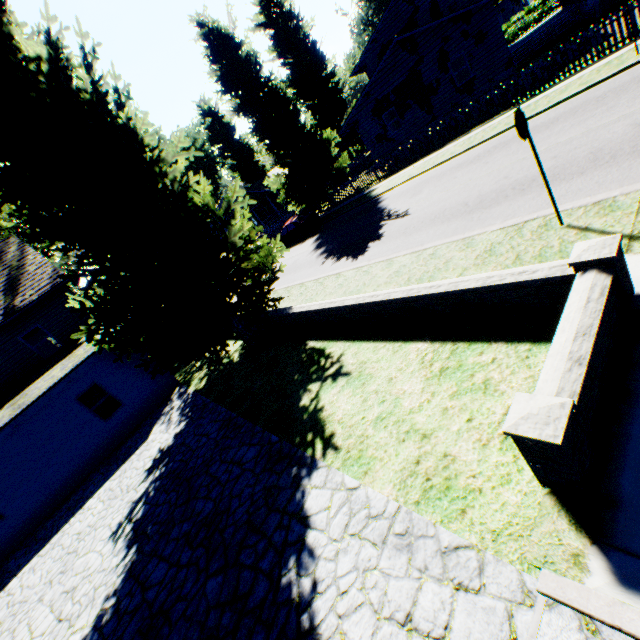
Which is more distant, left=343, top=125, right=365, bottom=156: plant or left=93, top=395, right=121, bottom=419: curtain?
left=343, top=125, right=365, bottom=156: plant

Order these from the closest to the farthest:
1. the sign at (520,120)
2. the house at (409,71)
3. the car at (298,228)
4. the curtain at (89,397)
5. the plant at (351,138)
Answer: the sign at (520,120), the curtain at (89,397), the house at (409,71), the car at (298,228), the plant at (351,138)

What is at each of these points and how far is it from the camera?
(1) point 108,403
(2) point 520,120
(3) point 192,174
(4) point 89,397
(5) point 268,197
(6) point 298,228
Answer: (1) curtain, 13.6m
(2) sign, 5.4m
(3) plant, 10.7m
(4) curtain, 13.3m
(5) house, 49.8m
(6) car, 24.6m

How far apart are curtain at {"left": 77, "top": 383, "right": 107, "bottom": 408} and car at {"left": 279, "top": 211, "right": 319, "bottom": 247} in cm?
1630

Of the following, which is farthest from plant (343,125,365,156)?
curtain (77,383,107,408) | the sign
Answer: the sign

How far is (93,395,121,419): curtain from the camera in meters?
13.4

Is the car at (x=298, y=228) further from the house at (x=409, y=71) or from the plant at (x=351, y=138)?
the house at (x=409, y=71)

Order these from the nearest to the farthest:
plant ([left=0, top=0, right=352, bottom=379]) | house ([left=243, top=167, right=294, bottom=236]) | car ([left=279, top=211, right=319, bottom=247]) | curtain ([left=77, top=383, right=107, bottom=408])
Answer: plant ([left=0, top=0, right=352, bottom=379]) < curtain ([left=77, top=383, right=107, bottom=408]) < car ([left=279, top=211, right=319, bottom=247]) < house ([left=243, top=167, right=294, bottom=236])
